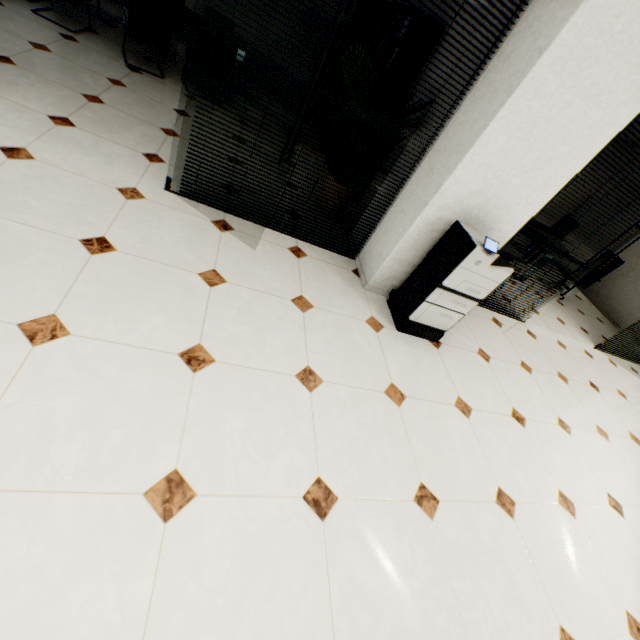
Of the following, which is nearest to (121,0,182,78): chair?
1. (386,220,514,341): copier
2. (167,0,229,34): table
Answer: (167,0,229,34): table

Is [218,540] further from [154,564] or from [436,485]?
[436,485]

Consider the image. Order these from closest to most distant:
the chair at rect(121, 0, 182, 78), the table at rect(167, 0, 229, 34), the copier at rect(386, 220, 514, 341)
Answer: the copier at rect(386, 220, 514, 341)
the chair at rect(121, 0, 182, 78)
the table at rect(167, 0, 229, 34)

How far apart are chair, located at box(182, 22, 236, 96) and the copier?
4.2 meters

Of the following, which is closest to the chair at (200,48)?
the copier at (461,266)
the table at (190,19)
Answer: the table at (190,19)

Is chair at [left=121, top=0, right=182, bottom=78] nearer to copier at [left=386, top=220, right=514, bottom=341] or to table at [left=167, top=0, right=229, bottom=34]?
table at [left=167, top=0, right=229, bottom=34]

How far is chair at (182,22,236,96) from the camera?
4.3m

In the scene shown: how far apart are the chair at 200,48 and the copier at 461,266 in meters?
4.2
